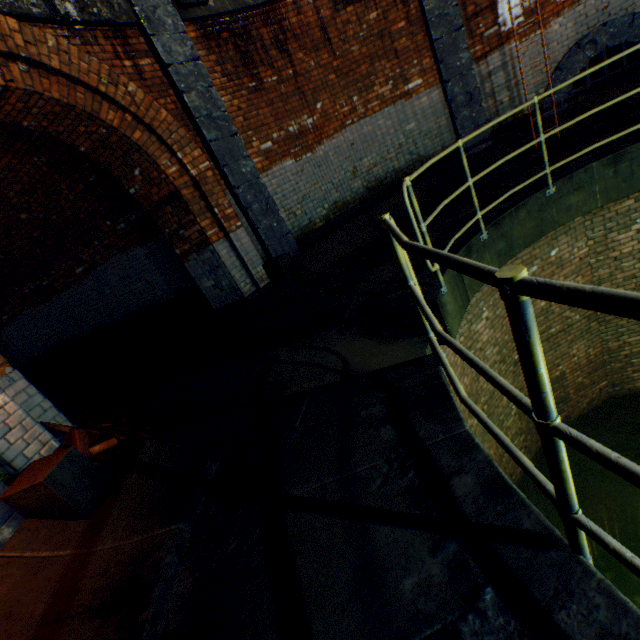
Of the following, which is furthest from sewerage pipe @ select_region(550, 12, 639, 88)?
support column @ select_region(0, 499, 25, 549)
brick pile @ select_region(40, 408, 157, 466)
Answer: support column @ select_region(0, 499, 25, 549)

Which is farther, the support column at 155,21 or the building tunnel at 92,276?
A: the building tunnel at 92,276

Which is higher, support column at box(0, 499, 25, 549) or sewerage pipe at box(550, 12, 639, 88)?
sewerage pipe at box(550, 12, 639, 88)

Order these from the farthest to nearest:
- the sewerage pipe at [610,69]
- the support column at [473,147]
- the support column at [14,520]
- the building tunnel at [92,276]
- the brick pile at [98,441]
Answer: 1. the support column at [473,147]
2. the sewerage pipe at [610,69]
3. the building tunnel at [92,276]
4. the brick pile at [98,441]
5. the support column at [14,520]

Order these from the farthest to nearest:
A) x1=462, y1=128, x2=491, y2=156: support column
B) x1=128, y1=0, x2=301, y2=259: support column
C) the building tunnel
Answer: x1=462, y1=128, x2=491, y2=156: support column, the building tunnel, x1=128, y1=0, x2=301, y2=259: support column

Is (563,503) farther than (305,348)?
No

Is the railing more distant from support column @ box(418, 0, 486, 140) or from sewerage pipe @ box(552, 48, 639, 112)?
sewerage pipe @ box(552, 48, 639, 112)

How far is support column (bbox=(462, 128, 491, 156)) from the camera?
7.5m
